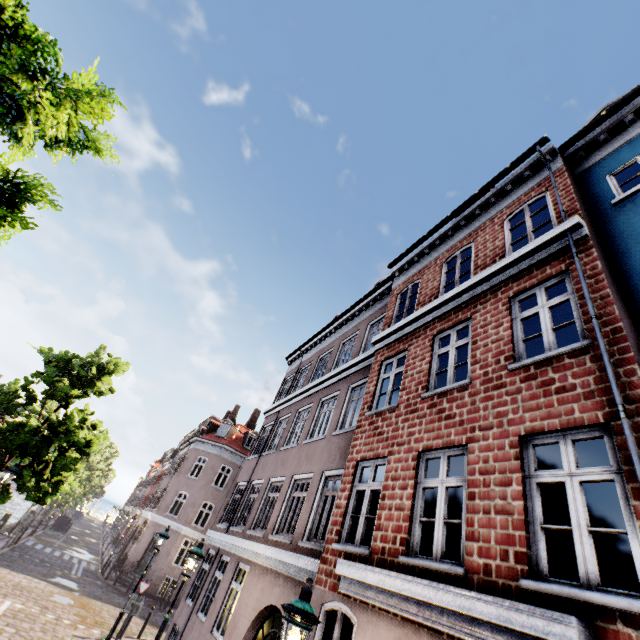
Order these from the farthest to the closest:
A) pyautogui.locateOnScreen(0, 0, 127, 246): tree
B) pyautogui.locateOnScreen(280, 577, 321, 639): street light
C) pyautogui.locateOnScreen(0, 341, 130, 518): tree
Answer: pyautogui.locateOnScreen(0, 341, 130, 518): tree
pyautogui.locateOnScreen(280, 577, 321, 639): street light
pyautogui.locateOnScreen(0, 0, 127, 246): tree

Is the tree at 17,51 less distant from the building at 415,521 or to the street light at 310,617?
the street light at 310,617

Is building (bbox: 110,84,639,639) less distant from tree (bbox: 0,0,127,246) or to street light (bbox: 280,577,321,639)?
street light (bbox: 280,577,321,639)

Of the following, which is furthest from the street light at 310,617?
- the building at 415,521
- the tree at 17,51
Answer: the building at 415,521

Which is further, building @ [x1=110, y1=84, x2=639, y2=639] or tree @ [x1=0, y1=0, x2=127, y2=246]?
building @ [x1=110, y1=84, x2=639, y2=639]

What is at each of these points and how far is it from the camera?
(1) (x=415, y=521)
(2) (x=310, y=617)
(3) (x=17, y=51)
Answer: (1) building, 5.45m
(2) street light, 3.86m
(3) tree, 2.79m

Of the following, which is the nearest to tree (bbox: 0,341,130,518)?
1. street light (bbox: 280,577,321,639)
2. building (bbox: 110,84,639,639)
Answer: street light (bbox: 280,577,321,639)
